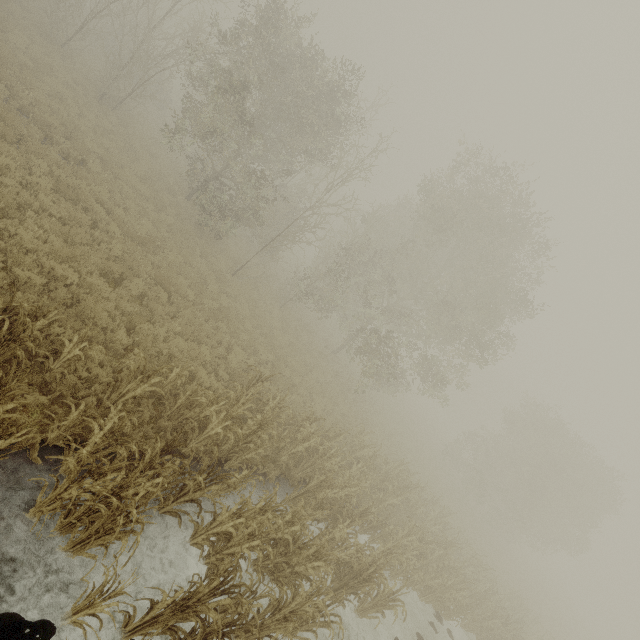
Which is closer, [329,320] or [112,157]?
[112,157]
